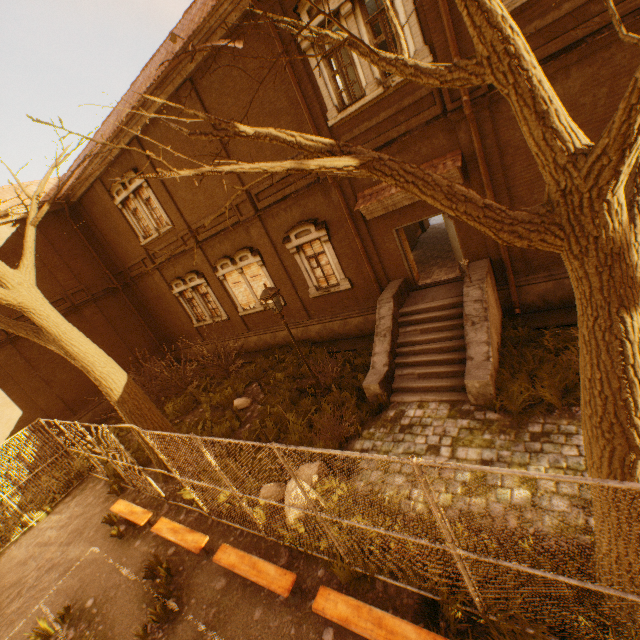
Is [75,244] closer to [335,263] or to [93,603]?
[335,263]

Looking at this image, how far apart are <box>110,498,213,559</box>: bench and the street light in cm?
456

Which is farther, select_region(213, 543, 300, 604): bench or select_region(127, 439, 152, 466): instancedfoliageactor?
select_region(127, 439, 152, 466): instancedfoliageactor

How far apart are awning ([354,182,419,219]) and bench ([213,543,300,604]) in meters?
9.0 m

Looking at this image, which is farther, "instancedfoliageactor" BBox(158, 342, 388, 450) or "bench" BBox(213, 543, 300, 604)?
"instancedfoliageactor" BBox(158, 342, 388, 450)

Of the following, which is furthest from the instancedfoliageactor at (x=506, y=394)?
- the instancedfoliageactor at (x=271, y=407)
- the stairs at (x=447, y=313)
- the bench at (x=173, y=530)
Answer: the bench at (x=173, y=530)

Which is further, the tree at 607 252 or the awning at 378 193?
the awning at 378 193

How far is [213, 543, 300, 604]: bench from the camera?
5.2m
